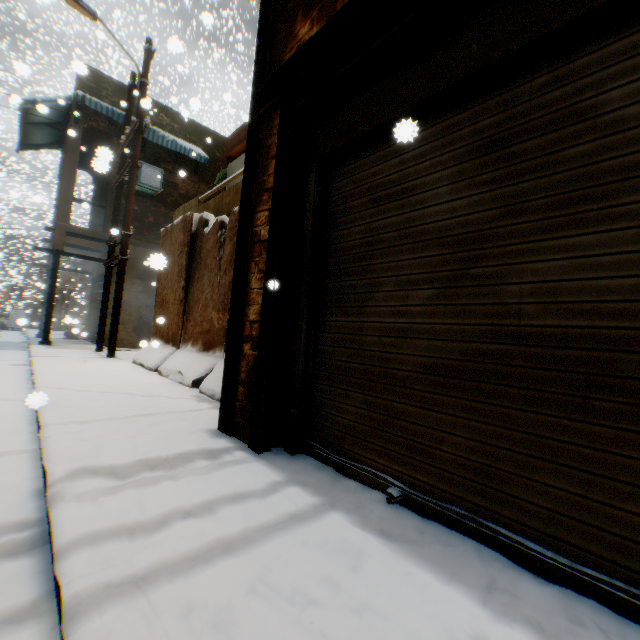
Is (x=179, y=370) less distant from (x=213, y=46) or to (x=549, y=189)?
(x=549, y=189)

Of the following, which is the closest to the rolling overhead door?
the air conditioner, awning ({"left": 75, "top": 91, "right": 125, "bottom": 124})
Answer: awning ({"left": 75, "top": 91, "right": 125, "bottom": 124})

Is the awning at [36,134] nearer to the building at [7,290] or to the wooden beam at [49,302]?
the building at [7,290]

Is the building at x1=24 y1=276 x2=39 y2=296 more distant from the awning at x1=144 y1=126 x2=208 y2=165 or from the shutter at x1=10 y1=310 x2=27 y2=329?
the shutter at x1=10 y1=310 x2=27 y2=329

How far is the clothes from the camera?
8.56m

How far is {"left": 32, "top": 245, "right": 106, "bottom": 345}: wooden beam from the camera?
10.48m

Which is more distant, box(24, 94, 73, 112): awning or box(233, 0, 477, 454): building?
box(24, 94, 73, 112): awning

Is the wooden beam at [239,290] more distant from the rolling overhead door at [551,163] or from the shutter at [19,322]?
the shutter at [19,322]
